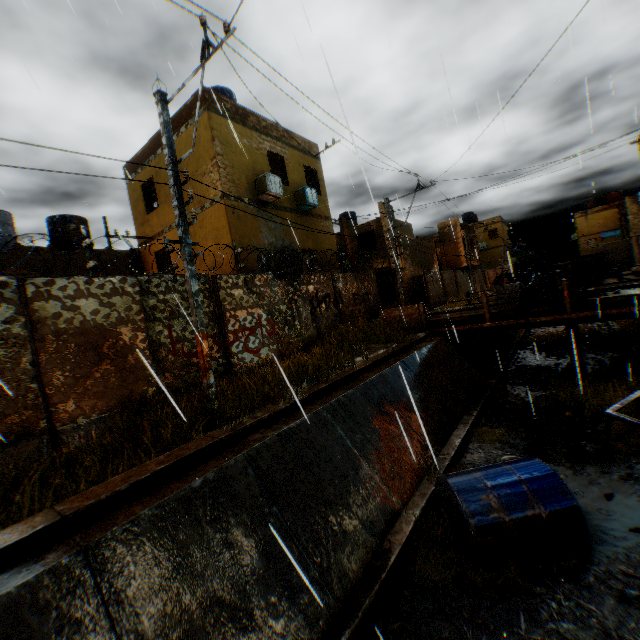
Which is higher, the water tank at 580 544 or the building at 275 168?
the building at 275 168

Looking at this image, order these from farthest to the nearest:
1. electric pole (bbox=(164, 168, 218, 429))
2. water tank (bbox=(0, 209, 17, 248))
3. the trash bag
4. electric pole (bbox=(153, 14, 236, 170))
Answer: water tank (bbox=(0, 209, 17, 248)), the trash bag, electric pole (bbox=(164, 168, 218, 429)), electric pole (bbox=(153, 14, 236, 170))

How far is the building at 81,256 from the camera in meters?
13.5 m

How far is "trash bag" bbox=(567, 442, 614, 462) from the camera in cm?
714

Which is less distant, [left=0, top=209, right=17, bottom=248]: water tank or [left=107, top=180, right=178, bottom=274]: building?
[left=0, top=209, right=17, bottom=248]: water tank

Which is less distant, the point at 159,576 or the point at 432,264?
the point at 159,576

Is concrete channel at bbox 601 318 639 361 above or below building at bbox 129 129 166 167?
below

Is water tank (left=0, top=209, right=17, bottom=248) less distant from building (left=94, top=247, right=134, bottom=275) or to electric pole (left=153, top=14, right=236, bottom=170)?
building (left=94, top=247, right=134, bottom=275)
